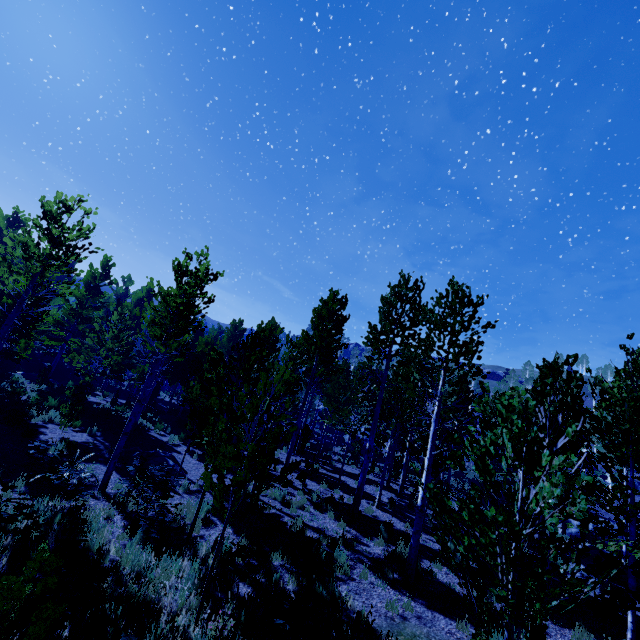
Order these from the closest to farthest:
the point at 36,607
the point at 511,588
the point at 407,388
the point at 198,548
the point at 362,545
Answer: the point at 36,607, the point at 511,588, the point at 198,548, the point at 362,545, the point at 407,388

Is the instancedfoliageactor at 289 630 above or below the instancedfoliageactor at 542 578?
below

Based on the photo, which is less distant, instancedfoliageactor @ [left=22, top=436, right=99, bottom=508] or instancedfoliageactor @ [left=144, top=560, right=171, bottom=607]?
instancedfoliageactor @ [left=144, top=560, right=171, bottom=607]

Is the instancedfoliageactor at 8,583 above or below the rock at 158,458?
above

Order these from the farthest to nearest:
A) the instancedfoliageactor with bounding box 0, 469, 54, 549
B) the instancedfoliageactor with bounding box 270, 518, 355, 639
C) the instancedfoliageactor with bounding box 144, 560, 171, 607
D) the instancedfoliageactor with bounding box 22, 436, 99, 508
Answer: the instancedfoliageactor with bounding box 22, 436, 99, 508, the instancedfoliageactor with bounding box 0, 469, 54, 549, the instancedfoliageactor with bounding box 144, 560, 171, 607, the instancedfoliageactor with bounding box 270, 518, 355, 639

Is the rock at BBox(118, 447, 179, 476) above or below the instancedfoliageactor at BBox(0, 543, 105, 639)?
below
